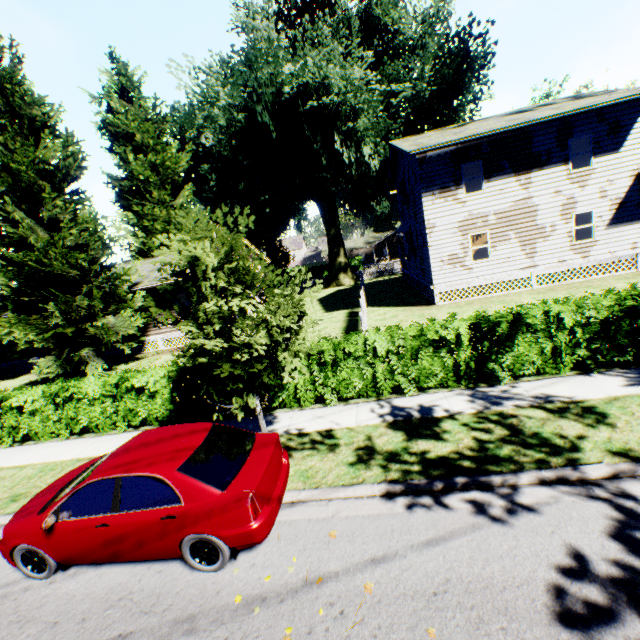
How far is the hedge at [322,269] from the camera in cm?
5631

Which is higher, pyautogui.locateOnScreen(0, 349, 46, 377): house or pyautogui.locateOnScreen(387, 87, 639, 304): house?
pyautogui.locateOnScreen(387, 87, 639, 304): house

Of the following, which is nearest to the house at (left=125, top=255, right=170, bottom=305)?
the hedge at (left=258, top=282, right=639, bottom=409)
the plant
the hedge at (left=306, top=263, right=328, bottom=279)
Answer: the plant

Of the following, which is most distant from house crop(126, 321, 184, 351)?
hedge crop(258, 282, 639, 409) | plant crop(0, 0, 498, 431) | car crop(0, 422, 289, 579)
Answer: A: car crop(0, 422, 289, 579)

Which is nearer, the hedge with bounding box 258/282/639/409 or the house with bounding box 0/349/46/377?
the hedge with bounding box 258/282/639/409

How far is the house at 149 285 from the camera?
19.92m

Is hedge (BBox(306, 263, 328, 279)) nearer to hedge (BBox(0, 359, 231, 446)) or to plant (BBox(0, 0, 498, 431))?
plant (BBox(0, 0, 498, 431))

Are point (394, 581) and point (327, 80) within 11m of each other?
no
